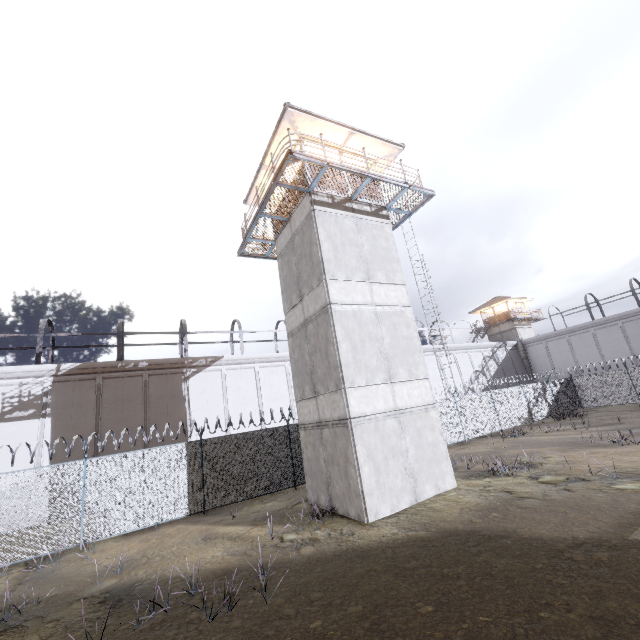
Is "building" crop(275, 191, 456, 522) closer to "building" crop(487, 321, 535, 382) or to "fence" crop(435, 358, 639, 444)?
"fence" crop(435, 358, 639, 444)

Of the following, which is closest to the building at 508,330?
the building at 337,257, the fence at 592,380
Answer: the fence at 592,380

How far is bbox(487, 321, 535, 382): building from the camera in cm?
4064

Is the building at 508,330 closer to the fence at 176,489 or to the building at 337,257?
the fence at 176,489

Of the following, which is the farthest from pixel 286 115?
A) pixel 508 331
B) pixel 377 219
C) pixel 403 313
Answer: pixel 508 331

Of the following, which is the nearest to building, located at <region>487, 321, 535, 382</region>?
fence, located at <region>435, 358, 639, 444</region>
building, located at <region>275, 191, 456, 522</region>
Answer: fence, located at <region>435, 358, 639, 444</region>

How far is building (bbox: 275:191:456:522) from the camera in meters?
10.5 m
